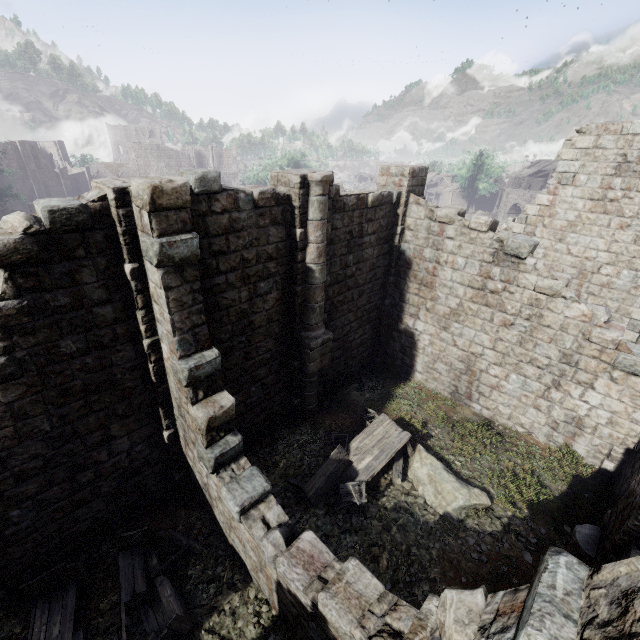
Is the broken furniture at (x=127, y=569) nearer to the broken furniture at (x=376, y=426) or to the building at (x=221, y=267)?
the building at (x=221, y=267)

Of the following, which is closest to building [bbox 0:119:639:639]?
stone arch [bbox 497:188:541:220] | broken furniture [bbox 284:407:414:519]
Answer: broken furniture [bbox 284:407:414:519]

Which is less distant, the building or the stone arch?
the building

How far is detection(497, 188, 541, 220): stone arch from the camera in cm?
5113

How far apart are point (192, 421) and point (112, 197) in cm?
459

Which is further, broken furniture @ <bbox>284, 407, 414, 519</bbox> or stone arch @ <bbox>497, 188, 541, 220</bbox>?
stone arch @ <bbox>497, 188, 541, 220</bbox>

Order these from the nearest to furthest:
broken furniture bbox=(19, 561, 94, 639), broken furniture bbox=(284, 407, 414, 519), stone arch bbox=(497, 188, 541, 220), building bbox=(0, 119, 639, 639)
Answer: building bbox=(0, 119, 639, 639) < broken furniture bbox=(19, 561, 94, 639) < broken furniture bbox=(284, 407, 414, 519) < stone arch bbox=(497, 188, 541, 220)

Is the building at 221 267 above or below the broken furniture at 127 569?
above
